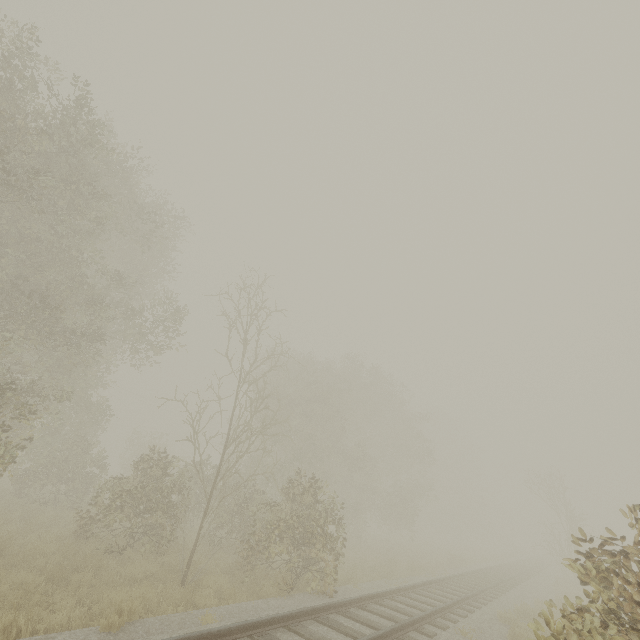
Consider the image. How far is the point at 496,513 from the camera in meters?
55.8 m

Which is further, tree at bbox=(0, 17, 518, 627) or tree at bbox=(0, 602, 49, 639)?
tree at bbox=(0, 17, 518, 627)

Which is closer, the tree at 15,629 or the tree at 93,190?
the tree at 15,629
